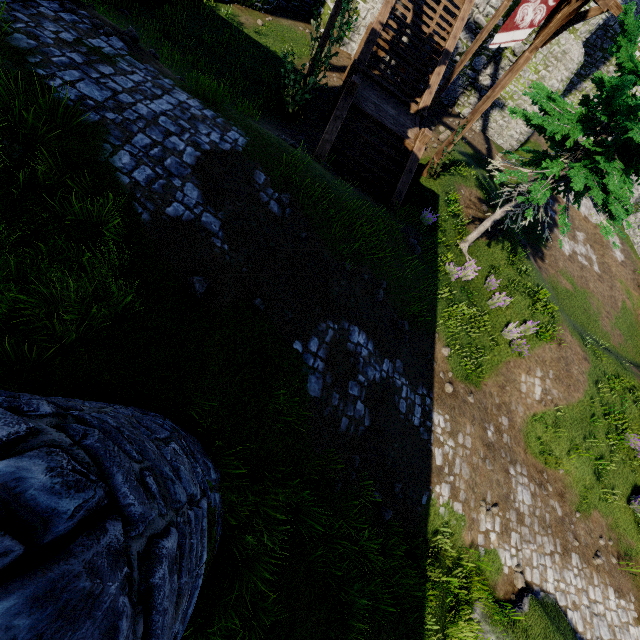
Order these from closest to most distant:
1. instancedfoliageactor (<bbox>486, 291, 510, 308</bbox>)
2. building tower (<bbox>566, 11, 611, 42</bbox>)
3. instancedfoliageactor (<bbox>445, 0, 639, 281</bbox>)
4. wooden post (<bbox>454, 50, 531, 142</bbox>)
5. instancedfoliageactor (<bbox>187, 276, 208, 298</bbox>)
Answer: instancedfoliageactor (<bbox>187, 276, 208, 298</bbox>) → instancedfoliageactor (<bbox>445, 0, 639, 281</bbox>) → wooden post (<bbox>454, 50, 531, 142</bbox>) → instancedfoliageactor (<bbox>486, 291, 510, 308</bbox>) → building tower (<bbox>566, 11, 611, 42</bbox>)

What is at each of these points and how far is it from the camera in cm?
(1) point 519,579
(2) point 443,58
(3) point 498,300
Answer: (1) instancedfoliageactor, 846
(2) stairs, 1322
(3) instancedfoliageactor, 1217

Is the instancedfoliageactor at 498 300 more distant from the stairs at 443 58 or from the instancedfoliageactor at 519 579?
the instancedfoliageactor at 519 579

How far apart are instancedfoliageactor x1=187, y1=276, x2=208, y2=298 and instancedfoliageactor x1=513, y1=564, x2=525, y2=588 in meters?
10.6

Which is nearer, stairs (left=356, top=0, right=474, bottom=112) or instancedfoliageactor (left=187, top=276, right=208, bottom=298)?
instancedfoliageactor (left=187, top=276, right=208, bottom=298)

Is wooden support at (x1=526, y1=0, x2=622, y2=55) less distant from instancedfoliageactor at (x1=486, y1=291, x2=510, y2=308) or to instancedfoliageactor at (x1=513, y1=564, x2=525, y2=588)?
instancedfoliageactor at (x1=486, y1=291, x2=510, y2=308)

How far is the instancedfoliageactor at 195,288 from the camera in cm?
516

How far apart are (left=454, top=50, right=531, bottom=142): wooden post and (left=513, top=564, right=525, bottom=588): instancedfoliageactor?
13.6m
